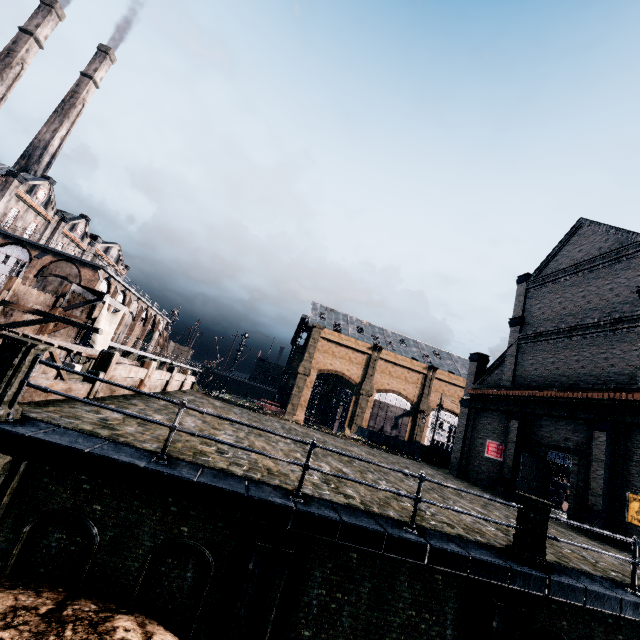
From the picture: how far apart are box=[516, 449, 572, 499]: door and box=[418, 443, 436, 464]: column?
12.6 meters

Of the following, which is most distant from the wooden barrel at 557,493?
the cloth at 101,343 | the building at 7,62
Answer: the building at 7,62

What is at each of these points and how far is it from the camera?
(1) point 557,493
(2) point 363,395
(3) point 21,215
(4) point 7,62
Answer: (1) wooden barrel, 28.5m
(2) building, 59.2m
(3) building, 43.8m
(4) building, 52.5m

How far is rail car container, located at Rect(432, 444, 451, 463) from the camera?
34.9 meters

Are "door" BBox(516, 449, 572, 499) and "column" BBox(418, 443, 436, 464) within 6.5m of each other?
no

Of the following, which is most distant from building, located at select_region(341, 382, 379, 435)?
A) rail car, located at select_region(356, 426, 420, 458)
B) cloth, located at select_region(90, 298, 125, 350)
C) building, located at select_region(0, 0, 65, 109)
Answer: building, located at select_region(0, 0, 65, 109)

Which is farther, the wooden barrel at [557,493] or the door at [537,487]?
the wooden barrel at [557,493]

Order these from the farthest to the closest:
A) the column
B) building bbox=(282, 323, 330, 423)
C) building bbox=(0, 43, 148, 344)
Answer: building bbox=(282, 323, 330, 423), building bbox=(0, 43, 148, 344), the column
